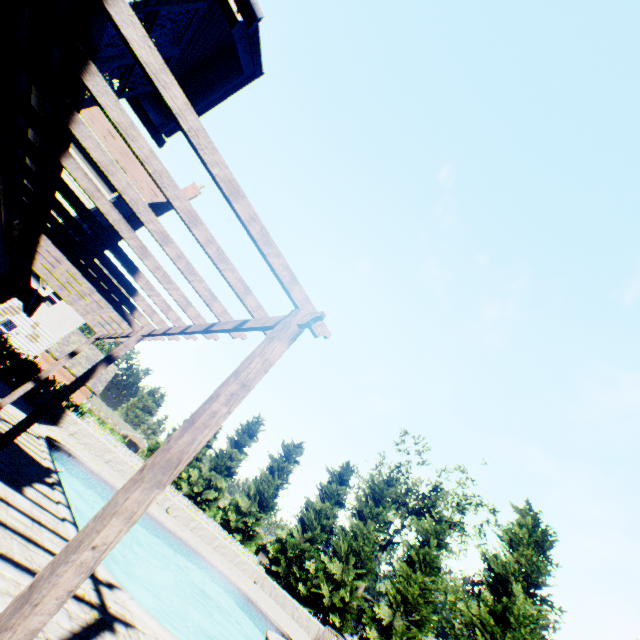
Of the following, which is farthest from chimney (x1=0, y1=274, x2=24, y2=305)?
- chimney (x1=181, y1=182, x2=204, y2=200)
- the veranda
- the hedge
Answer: the hedge

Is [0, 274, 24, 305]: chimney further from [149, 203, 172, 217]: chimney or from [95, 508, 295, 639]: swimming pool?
[95, 508, 295, 639]: swimming pool

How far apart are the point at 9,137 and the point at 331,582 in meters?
28.8

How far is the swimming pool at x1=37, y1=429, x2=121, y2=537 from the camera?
6.1 meters

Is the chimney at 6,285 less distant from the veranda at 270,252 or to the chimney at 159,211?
the chimney at 159,211

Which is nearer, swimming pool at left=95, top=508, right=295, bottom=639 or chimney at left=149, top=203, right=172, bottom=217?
swimming pool at left=95, top=508, right=295, bottom=639

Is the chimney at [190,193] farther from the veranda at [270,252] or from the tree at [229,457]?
the tree at [229,457]

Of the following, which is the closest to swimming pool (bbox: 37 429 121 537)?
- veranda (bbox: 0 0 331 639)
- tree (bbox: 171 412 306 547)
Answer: → veranda (bbox: 0 0 331 639)
